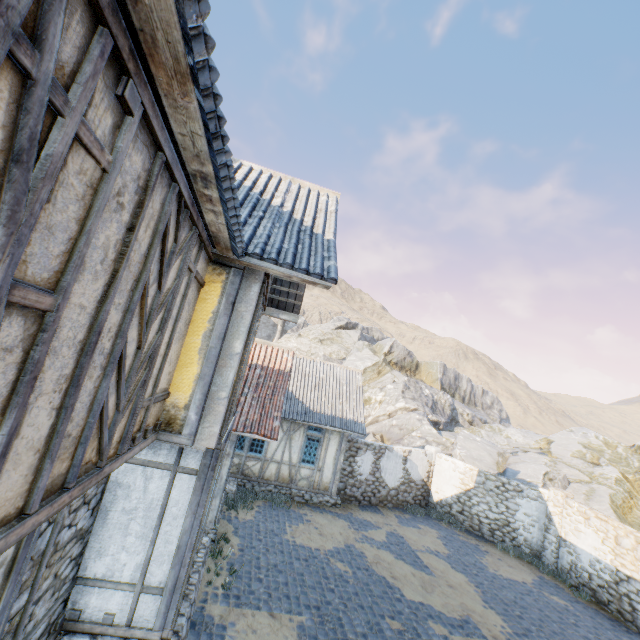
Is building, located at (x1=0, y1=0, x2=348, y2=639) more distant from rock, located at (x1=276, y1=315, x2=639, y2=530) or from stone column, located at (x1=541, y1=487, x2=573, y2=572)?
stone column, located at (x1=541, y1=487, x2=573, y2=572)

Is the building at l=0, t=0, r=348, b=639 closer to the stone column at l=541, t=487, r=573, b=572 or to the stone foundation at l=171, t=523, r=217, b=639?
the stone foundation at l=171, t=523, r=217, b=639

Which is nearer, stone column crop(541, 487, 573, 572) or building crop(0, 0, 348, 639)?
building crop(0, 0, 348, 639)

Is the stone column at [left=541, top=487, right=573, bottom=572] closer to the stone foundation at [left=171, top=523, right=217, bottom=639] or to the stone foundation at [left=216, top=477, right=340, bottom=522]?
the stone foundation at [left=216, top=477, right=340, bottom=522]

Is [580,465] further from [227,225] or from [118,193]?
[118,193]

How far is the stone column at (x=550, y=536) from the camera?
13.4m

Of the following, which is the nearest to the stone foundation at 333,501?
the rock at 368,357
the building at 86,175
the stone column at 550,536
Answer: the rock at 368,357

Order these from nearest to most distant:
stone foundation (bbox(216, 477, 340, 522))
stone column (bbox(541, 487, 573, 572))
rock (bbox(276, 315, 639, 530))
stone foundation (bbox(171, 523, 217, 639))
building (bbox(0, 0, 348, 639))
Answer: building (bbox(0, 0, 348, 639)), stone foundation (bbox(171, 523, 217, 639)), stone foundation (bbox(216, 477, 340, 522)), stone column (bbox(541, 487, 573, 572)), rock (bbox(276, 315, 639, 530))
